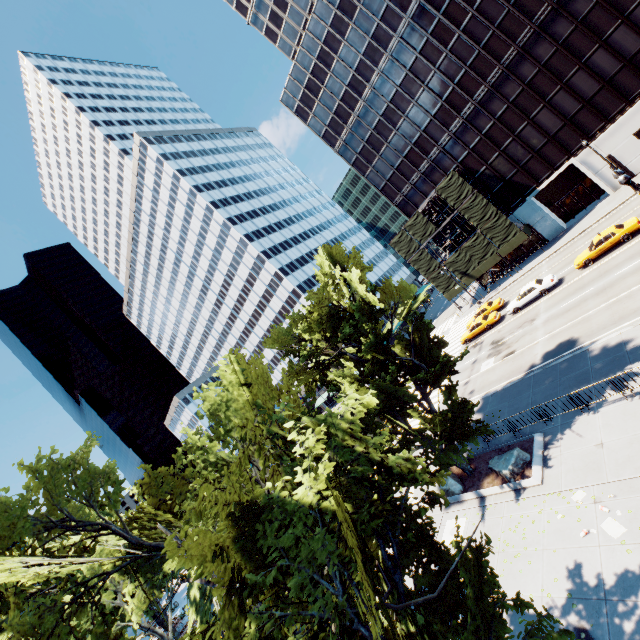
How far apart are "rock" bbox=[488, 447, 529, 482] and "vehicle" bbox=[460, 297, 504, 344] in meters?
19.9

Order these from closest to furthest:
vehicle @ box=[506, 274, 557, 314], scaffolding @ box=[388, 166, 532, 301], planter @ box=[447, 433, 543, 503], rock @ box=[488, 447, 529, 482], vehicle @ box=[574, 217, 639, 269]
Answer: planter @ box=[447, 433, 543, 503] → rock @ box=[488, 447, 529, 482] → vehicle @ box=[574, 217, 639, 269] → vehicle @ box=[506, 274, 557, 314] → scaffolding @ box=[388, 166, 532, 301]

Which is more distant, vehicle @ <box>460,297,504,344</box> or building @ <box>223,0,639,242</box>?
vehicle @ <box>460,297,504,344</box>

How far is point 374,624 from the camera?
3.5m

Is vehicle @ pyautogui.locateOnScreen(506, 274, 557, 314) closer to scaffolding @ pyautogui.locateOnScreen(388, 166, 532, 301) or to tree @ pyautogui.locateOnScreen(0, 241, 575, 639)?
scaffolding @ pyautogui.locateOnScreen(388, 166, 532, 301)

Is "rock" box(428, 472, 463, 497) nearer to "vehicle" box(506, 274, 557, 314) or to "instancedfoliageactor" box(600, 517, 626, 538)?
"instancedfoliageactor" box(600, 517, 626, 538)

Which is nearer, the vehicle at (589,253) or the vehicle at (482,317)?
the vehicle at (589,253)

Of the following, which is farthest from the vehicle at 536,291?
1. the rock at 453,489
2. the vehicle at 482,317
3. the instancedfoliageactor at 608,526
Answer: the instancedfoliageactor at 608,526
